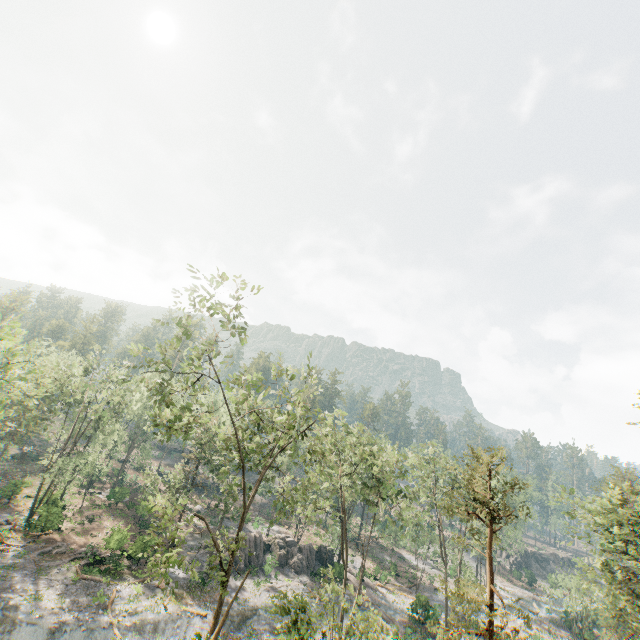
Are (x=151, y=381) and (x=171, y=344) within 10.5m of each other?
yes

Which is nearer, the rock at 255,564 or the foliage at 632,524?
the foliage at 632,524

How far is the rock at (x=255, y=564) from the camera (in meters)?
38.66

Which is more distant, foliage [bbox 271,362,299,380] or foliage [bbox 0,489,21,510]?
foliage [bbox 0,489,21,510]

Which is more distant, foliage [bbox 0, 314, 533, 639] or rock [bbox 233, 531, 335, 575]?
rock [bbox 233, 531, 335, 575]

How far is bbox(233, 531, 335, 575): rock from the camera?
38.7 meters

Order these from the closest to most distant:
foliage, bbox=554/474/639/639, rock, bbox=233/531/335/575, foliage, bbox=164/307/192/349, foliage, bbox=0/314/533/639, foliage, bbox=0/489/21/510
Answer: foliage, bbox=0/314/533/639, foliage, bbox=164/307/192/349, foliage, bbox=554/474/639/639, foliage, bbox=0/489/21/510, rock, bbox=233/531/335/575

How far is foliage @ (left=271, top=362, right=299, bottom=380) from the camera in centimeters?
1836cm
